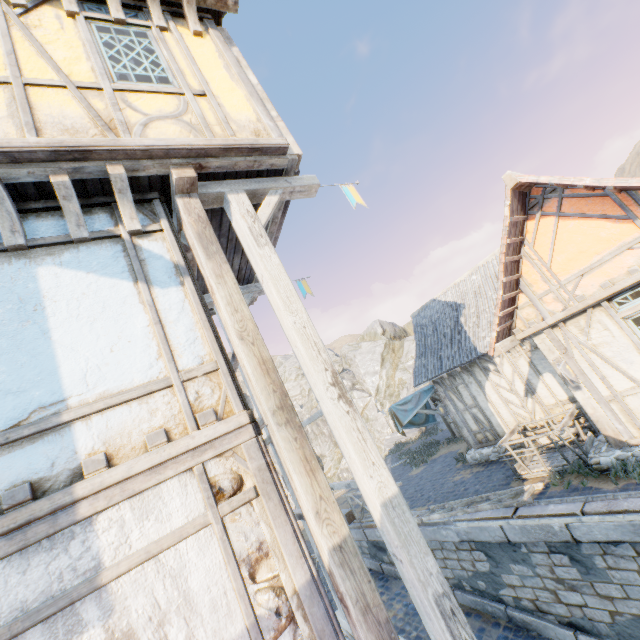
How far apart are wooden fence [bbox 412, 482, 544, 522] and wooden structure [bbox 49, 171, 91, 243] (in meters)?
9.37

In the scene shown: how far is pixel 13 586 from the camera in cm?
210

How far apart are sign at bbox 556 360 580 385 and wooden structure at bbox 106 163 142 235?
8.15m

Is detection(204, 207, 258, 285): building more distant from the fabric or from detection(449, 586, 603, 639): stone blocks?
the fabric

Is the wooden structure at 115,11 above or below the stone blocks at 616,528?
above

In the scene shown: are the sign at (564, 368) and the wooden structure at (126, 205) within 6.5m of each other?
no

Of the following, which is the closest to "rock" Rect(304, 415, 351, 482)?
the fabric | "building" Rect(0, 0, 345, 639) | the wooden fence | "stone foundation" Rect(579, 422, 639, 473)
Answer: "stone foundation" Rect(579, 422, 639, 473)

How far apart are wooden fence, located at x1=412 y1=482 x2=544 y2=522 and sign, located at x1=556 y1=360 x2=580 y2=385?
2.7m
